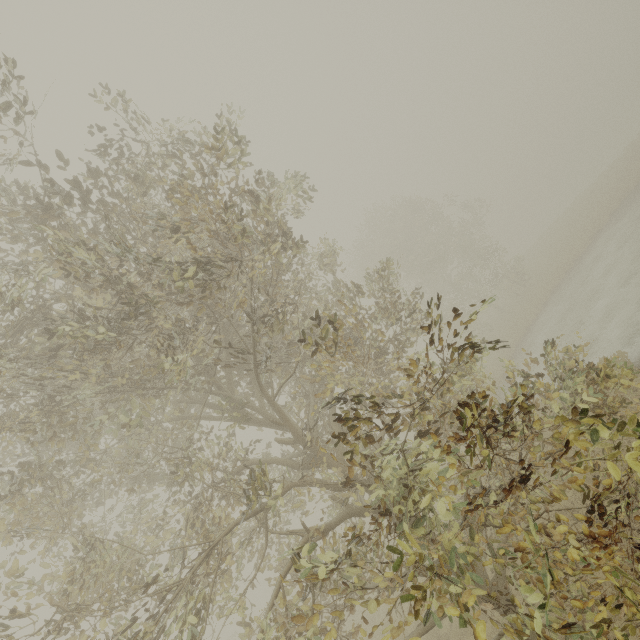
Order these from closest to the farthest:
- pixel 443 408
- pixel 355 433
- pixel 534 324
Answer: pixel 355 433 < pixel 443 408 < pixel 534 324
